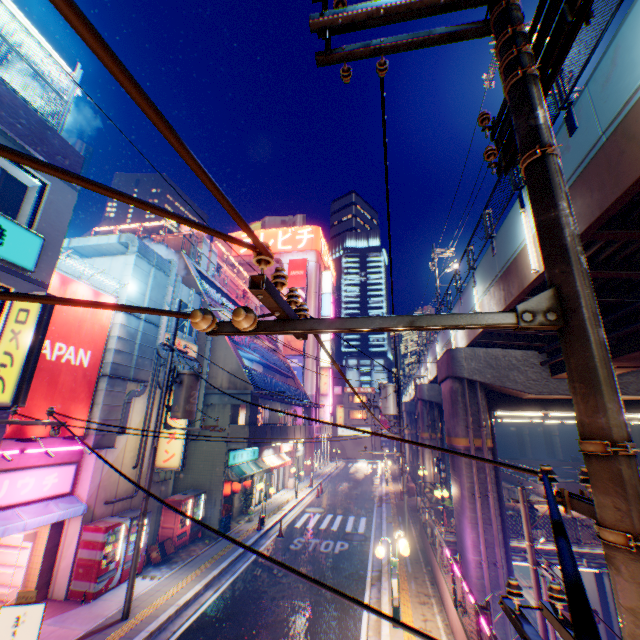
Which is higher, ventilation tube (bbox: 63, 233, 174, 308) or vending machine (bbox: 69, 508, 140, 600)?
ventilation tube (bbox: 63, 233, 174, 308)

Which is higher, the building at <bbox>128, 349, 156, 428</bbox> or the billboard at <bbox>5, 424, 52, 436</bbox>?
the building at <bbox>128, 349, 156, 428</bbox>

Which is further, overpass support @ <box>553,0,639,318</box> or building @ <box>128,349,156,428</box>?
building @ <box>128,349,156,428</box>

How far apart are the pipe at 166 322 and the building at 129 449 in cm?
0

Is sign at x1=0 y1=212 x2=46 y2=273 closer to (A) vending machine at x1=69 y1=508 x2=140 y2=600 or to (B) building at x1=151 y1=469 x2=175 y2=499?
(B) building at x1=151 y1=469 x2=175 y2=499

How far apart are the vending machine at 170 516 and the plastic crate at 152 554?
0.4 meters

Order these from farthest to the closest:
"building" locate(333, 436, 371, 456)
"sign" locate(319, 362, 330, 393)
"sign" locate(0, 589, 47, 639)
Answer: "building" locate(333, 436, 371, 456) < "sign" locate(319, 362, 330, 393) < "sign" locate(0, 589, 47, 639)

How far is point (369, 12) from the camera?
2.7 meters
